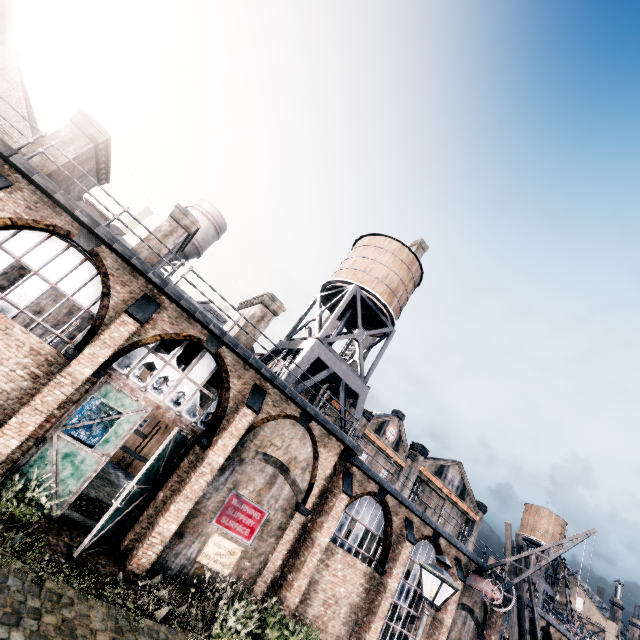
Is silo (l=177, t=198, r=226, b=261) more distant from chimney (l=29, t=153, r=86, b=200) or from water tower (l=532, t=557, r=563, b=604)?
water tower (l=532, t=557, r=563, b=604)

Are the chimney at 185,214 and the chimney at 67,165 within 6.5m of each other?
yes

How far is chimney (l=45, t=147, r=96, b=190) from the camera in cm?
1418

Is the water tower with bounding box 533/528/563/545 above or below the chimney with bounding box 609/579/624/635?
above

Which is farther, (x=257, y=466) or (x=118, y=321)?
(x=257, y=466)

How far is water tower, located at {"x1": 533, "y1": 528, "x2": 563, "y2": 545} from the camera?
59.1m

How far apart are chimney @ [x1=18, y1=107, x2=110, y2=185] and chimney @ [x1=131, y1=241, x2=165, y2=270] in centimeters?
381cm

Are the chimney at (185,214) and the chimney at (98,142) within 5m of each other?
yes
